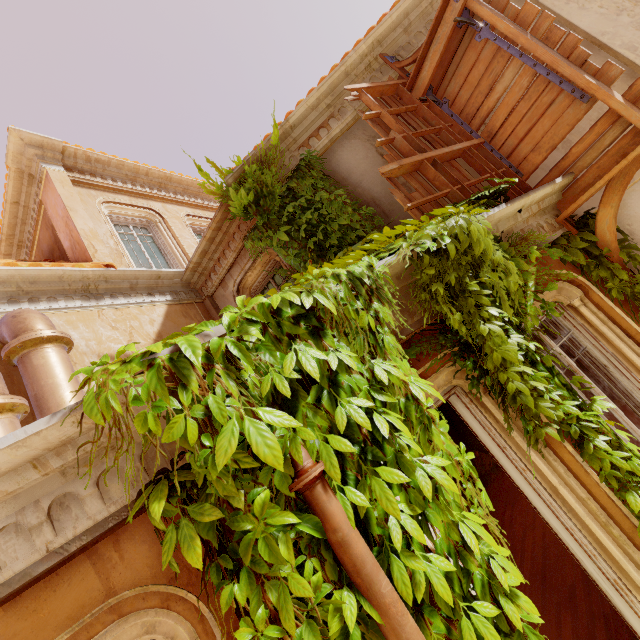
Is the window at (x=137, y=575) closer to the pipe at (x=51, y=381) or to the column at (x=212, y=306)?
the pipe at (x=51, y=381)

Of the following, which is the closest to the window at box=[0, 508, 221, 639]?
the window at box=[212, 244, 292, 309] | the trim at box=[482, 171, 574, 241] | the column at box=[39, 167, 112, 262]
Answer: the trim at box=[482, 171, 574, 241]

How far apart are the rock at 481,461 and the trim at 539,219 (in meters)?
7.23

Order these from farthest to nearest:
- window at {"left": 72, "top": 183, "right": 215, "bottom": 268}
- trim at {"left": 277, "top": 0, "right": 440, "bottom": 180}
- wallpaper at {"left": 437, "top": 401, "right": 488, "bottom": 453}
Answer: wallpaper at {"left": 437, "top": 401, "right": 488, "bottom": 453}, window at {"left": 72, "top": 183, "right": 215, "bottom": 268}, trim at {"left": 277, "top": 0, "right": 440, "bottom": 180}

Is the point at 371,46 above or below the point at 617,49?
above

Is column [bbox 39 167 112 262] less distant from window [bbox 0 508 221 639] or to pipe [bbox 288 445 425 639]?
window [bbox 0 508 221 639]

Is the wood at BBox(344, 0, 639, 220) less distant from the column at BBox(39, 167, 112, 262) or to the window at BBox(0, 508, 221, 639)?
the window at BBox(0, 508, 221, 639)

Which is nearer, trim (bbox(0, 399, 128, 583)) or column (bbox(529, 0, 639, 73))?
trim (bbox(0, 399, 128, 583))
